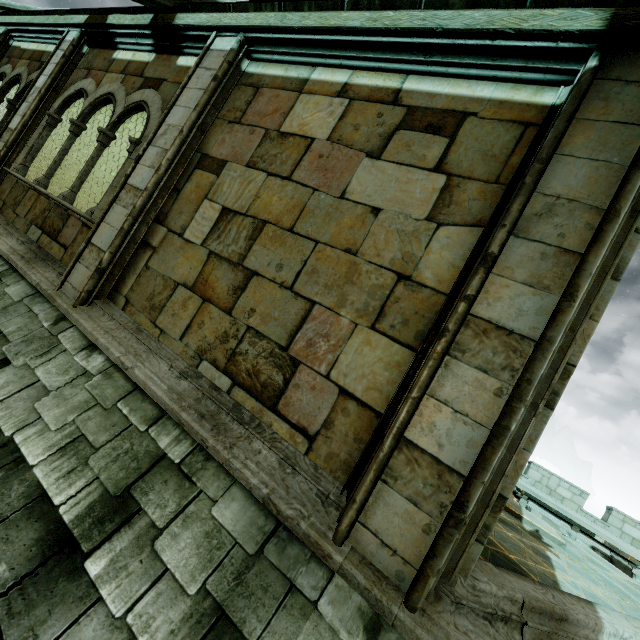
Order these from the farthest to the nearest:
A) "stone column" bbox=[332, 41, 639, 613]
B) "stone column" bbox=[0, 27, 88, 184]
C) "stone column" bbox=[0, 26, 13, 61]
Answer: "stone column" bbox=[0, 26, 13, 61] < "stone column" bbox=[0, 27, 88, 184] < "stone column" bbox=[332, 41, 639, 613]

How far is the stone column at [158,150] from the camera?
3.8 meters

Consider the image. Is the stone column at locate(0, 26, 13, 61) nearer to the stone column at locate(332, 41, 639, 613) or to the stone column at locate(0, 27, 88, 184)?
the stone column at locate(0, 27, 88, 184)

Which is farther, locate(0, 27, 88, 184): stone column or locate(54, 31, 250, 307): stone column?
locate(0, 27, 88, 184): stone column

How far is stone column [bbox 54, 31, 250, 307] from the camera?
3.80m

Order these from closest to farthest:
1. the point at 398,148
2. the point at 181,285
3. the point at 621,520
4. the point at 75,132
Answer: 1. the point at 398,148
2. the point at 181,285
3. the point at 75,132
4. the point at 621,520

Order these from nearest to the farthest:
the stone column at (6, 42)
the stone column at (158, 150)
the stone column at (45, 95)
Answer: the stone column at (158, 150), the stone column at (45, 95), the stone column at (6, 42)

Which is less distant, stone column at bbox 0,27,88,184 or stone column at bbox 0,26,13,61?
stone column at bbox 0,27,88,184
